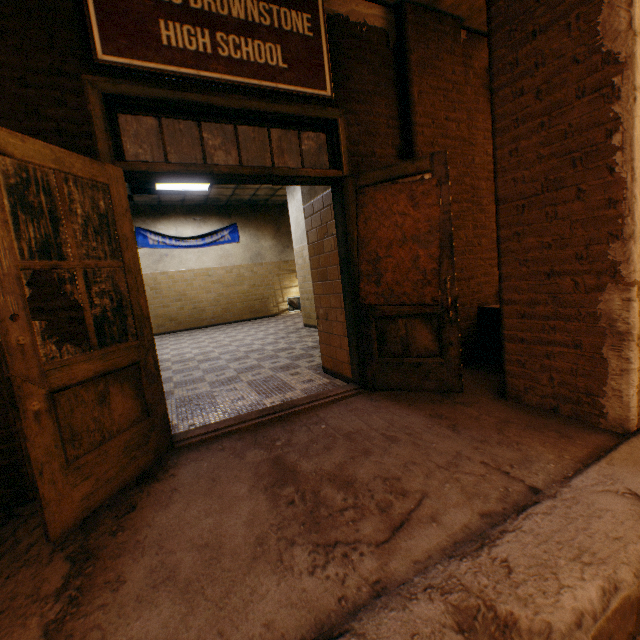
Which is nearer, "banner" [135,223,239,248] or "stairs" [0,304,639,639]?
"stairs" [0,304,639,639]

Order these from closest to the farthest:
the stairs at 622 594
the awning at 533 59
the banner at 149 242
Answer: the stairs at 622 594
the awning at 533 59
the banner at 149 242

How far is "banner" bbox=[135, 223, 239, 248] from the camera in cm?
A: 979

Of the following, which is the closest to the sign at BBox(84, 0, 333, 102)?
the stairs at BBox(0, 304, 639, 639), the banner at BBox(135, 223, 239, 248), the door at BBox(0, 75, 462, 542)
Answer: the door at BBox(0, 75, 462, 542)

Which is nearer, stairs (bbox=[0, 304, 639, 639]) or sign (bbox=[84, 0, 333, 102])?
stairs (bbox=[0, 304, 639, 639])

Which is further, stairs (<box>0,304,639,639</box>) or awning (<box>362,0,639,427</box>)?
awning (<box>362,0,639,427</box>)

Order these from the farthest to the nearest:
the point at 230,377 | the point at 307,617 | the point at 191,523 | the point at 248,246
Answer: the point at 248,246, the point at 230,377, the point at 191,523, the point at 307,617

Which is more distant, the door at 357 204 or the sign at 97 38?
the sign at 97 38
